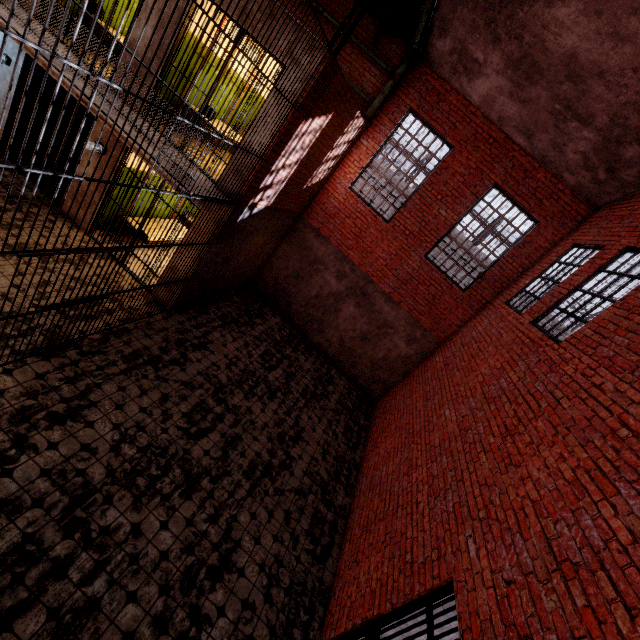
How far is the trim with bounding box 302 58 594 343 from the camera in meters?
8.2 m

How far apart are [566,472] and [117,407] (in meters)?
6.04

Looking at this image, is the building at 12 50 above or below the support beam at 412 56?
below

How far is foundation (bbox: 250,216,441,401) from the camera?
10.0m

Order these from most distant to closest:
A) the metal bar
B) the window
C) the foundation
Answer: the foundation, the window, the metal bar

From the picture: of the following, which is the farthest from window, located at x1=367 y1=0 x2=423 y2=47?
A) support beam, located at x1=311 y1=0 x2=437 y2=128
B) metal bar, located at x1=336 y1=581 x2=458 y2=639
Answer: metal bar, located at x1=336 y1=581 x2=458 y2=639

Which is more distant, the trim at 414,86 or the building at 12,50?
the trim at 414,86

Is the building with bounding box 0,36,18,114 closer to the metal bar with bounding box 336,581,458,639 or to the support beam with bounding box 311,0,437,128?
the support beam with bounding box 311,0,437,128
